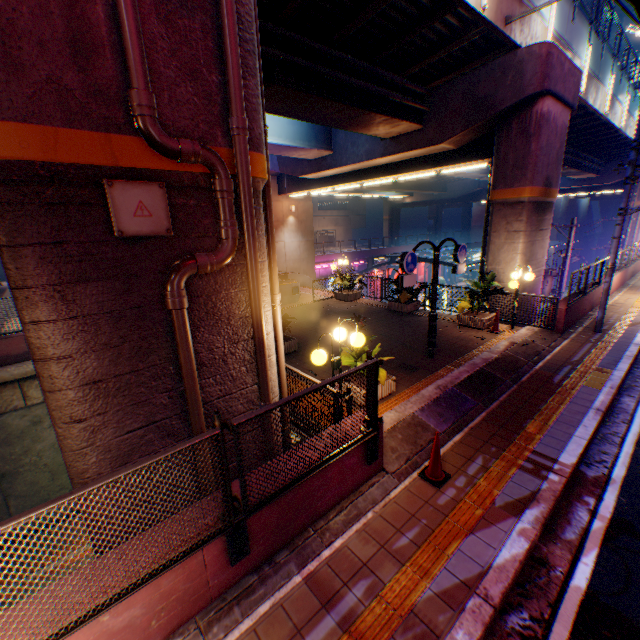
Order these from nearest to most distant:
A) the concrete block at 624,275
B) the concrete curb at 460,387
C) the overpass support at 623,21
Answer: the concrete curb at 460,387 < the concrete block at 624,275 < the overpass support at 623,21

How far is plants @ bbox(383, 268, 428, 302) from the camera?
13.8m

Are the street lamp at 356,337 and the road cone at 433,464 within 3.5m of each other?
yes

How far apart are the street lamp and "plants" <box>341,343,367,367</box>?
0.83m

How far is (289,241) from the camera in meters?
25.6

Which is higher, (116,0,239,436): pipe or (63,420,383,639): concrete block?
(116,0,239,436): pipe

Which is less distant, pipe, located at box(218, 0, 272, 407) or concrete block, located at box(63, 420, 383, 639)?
concrete block, located at box(63, 420, 383, 639)

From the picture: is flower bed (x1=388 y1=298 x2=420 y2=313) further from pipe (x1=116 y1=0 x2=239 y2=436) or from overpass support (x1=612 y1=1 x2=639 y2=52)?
pipe (x1=116 y1=0 x2=239 y2=436)
